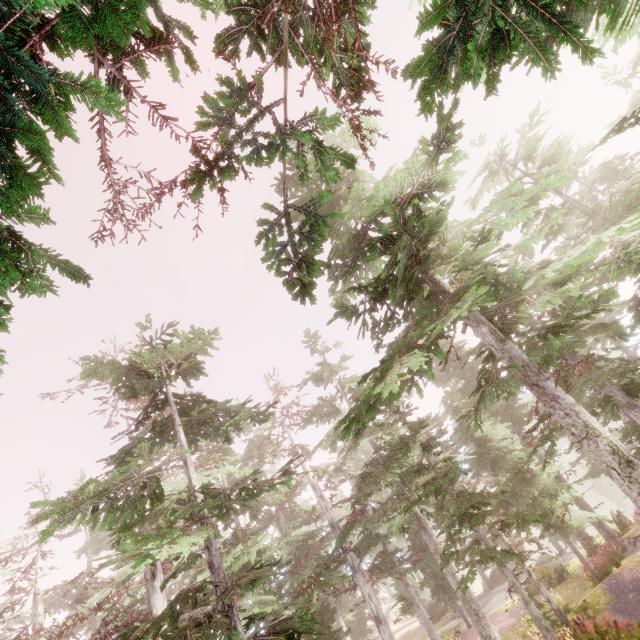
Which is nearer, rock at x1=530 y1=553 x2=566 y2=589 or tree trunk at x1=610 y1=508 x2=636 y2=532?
rock at x1=530 y1=553 x2=566 y2=589

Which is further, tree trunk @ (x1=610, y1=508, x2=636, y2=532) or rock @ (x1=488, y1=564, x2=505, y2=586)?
rock @ (x1=488, y1=564, x2=505, y2=586)

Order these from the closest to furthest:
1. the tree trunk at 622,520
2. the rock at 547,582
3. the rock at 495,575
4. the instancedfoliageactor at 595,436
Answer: the instancedfoliageactor at 595,436
the rock at 547,582
the tree trunk at 622,520
the rock at 495,575

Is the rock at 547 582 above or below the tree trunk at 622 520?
below

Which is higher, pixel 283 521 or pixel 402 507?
pixel 283 521

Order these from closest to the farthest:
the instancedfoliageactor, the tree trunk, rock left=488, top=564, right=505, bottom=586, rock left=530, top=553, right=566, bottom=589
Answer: the instancedfoliageactor, rock left=530, top=553, right=566, bottom=589, the tree trunk, rock left=488, top=564, right=505, bottom=586

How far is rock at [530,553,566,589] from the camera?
23.0m

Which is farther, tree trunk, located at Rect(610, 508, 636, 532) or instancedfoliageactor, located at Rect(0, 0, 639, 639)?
tree trunk, located at Rect(610, 508, 636, 532)
